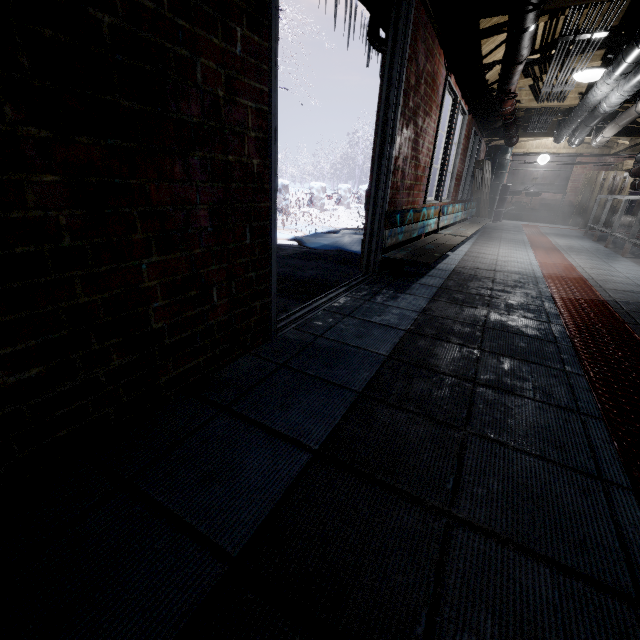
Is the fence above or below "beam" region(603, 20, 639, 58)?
below

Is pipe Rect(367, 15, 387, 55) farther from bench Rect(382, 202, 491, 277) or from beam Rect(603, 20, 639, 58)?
beam Rect(603, 20, 639, 58)

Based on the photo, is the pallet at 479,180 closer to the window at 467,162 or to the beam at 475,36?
the window at 467,162

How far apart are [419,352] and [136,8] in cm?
156

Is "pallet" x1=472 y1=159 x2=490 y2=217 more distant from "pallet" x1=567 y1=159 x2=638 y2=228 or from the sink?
"pallet" x1=567 y1=159 x2=638 y2=228

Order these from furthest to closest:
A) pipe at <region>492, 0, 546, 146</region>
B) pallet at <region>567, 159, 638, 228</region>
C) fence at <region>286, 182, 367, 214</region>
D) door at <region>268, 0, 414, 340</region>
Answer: fence at <region>286, 182, 367, 214</region>, pallet at <region>567, 159, 638, 228</region>, pipe at <region>492, 0, 546, 146</region>, door at <region>268, 0, 414, 340</region>

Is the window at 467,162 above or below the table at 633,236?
above

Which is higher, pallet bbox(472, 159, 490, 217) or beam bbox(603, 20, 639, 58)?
beam bbox(603, 20, 639, 58)
